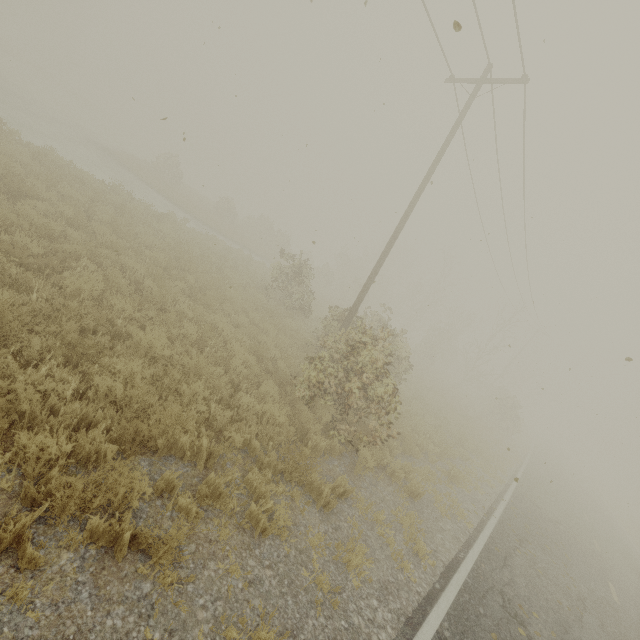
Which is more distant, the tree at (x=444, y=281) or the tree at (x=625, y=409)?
the tree at (x=625, y=409)

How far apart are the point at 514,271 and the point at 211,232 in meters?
23.2 m

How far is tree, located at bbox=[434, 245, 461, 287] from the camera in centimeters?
4034cm

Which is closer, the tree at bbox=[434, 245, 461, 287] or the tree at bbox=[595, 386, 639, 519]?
the tree at bbox=[434, 245, 461, 287]

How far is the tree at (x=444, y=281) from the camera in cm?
4034
